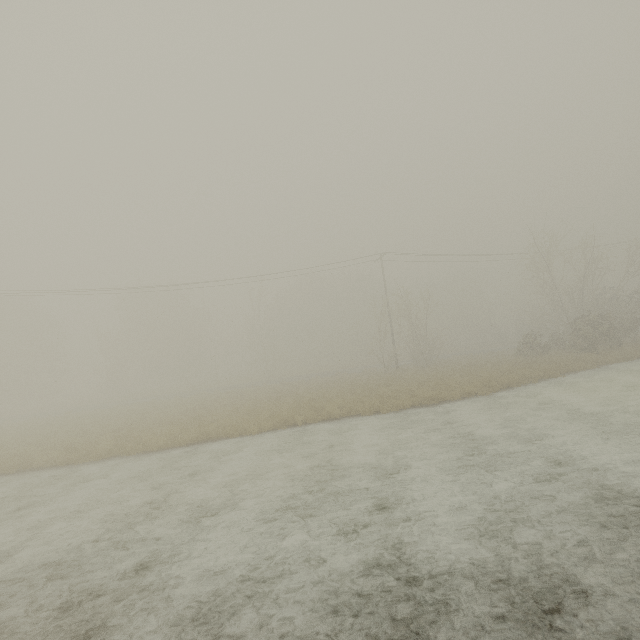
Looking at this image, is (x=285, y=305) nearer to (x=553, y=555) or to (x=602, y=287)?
(x=602, y=287)
